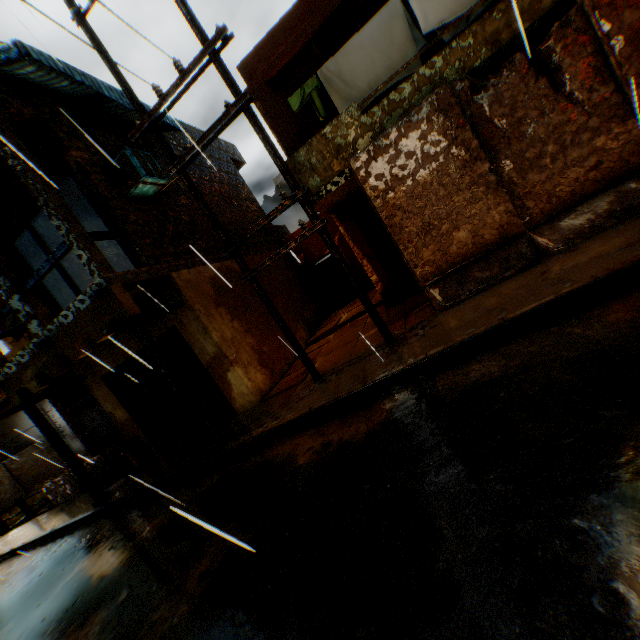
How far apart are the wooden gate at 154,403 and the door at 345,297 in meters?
8.0 m

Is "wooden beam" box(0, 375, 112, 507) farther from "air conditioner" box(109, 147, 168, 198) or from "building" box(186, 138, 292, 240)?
"air conditioner" box(109, 147, 168, 198)

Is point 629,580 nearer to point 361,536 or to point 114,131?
point 361,536

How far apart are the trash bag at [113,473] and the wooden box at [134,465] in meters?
0.1

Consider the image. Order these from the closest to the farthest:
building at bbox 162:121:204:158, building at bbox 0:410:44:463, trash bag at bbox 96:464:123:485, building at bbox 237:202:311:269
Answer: trash bag at bbox 96:464:123:485, building at bbox 162:121:204:158, building at bbox 237:202:311:269, building at bbox 0:410:44:463

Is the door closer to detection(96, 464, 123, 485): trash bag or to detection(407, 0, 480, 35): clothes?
detection(407, 0, 480, 35): clothes

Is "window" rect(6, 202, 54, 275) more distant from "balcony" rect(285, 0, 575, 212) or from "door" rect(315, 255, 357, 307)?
"door" rect(315, 255, 357, 307)

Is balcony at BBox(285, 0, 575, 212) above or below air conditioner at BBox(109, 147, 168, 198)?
below
